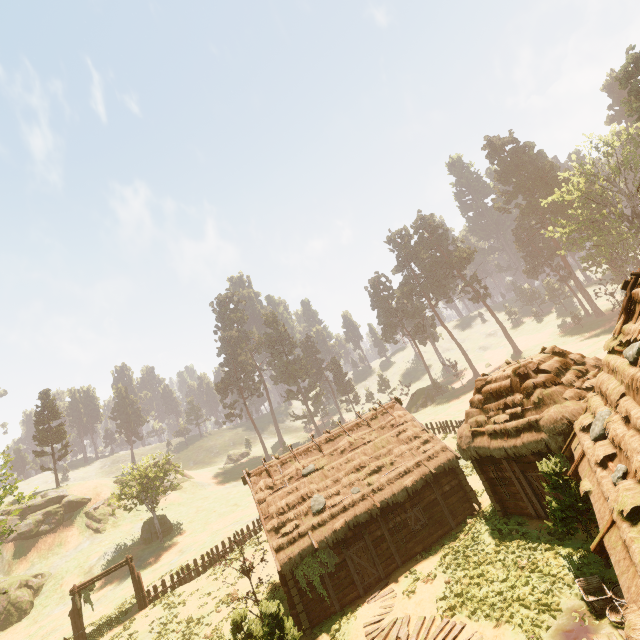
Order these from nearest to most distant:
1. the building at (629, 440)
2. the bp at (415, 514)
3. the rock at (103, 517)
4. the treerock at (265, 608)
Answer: the building at (629, 440), the treerock at (265, 608), the bp at (415, 514), the rock at (103, 517)

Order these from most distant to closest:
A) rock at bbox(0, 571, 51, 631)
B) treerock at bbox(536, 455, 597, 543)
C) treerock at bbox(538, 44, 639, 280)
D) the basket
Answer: treerock at bbox(538, 44, 639, 280)
rock at bbox(0, 571, 51, 631)
treerock at bbox(536, 455, 597, 543)
the basket

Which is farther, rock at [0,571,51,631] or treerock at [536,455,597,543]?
rock at [0,571,51,631]

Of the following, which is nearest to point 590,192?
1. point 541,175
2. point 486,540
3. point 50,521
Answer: point 541,175

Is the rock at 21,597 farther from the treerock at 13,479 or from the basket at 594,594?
the basket at 594,594

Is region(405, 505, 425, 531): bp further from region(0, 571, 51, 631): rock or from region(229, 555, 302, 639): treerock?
region(0, 571, 51, 631): rock

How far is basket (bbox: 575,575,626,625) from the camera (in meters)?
8.96
